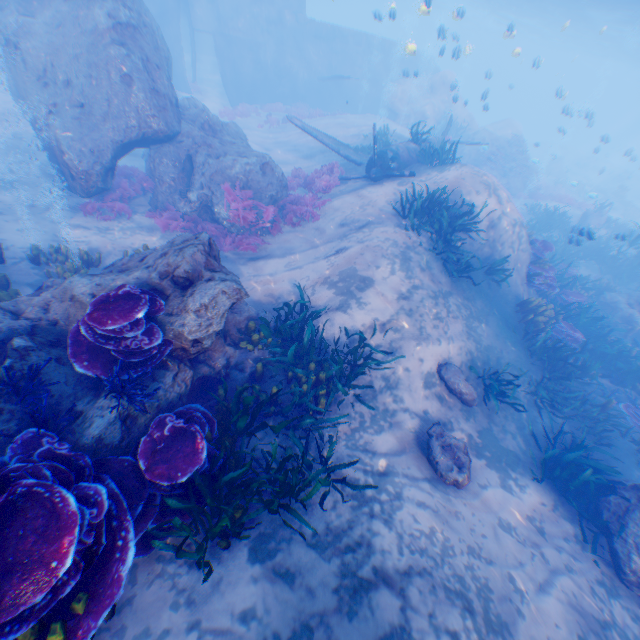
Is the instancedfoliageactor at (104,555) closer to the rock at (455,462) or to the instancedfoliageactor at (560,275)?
the rock at (455,462)

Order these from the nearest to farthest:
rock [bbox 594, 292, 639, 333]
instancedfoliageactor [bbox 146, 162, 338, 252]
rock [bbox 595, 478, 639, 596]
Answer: rock [bbox 595, 478, 639, 596] → instancedfoliageactor [bbox 146, 162, 338, 252] → rock [bbox 594, 292, 639, 333]

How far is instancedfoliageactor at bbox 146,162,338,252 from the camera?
10.8m

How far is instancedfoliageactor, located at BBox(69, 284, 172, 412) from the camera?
4.5 meters

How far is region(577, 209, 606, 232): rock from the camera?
19.88m

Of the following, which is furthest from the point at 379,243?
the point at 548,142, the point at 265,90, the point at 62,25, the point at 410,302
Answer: the point at 548,142

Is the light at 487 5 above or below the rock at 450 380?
above

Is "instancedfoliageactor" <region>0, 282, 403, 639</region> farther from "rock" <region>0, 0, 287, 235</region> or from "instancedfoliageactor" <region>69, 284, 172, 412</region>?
"instancedfoliageactor" <region>69, 284, 172, 412</region>
